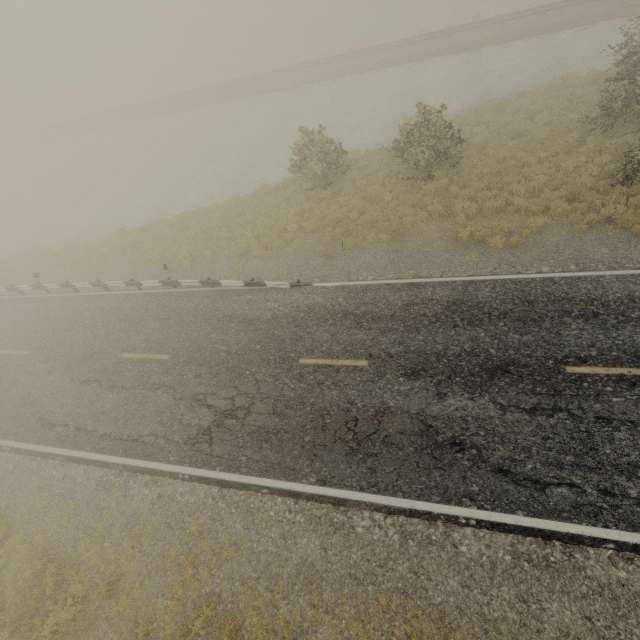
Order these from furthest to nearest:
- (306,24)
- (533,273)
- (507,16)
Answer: (306,24) → (507,16) → (533,273)
